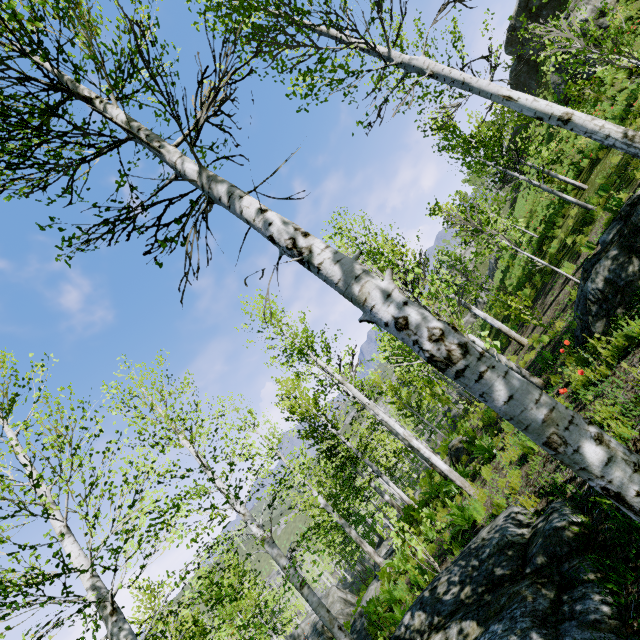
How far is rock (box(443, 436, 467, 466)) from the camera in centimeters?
1307cm

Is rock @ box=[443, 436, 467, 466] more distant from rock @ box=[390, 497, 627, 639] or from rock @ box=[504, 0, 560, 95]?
Answer: rock @ box=[504, 0, 560, 95]

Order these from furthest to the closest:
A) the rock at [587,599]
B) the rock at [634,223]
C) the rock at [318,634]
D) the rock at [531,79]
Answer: the rock at [531,79]
the rock at [318,634]
the rock at [634,223]
the rock at [587,599]

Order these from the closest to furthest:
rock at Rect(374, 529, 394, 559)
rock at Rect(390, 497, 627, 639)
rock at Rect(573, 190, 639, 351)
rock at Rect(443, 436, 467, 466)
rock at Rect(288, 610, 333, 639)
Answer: rock at Rect(390, 497, 627, 639) < rock at Rect(573, 190, 639, 351) < rock at Rect(443, 436, 467, 466) < rock at Rect(374, 529, 394, 559) < rock at Rect(288, 610, 333, 639)

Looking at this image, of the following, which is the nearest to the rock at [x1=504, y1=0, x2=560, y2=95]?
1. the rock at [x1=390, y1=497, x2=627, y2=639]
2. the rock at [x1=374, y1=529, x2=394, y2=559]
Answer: the rock at [x1=390, y1=497, x2=627, y2=639]

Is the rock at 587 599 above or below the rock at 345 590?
above

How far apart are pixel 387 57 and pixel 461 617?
7.84m

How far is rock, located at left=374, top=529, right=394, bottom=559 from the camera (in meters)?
15.93
